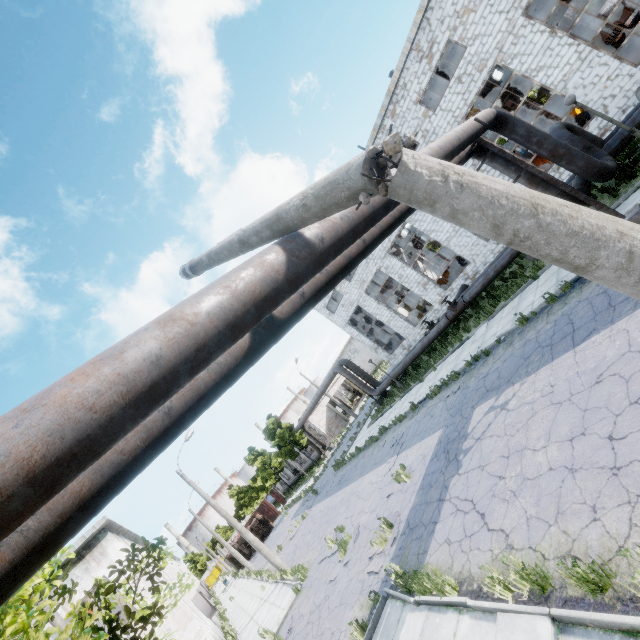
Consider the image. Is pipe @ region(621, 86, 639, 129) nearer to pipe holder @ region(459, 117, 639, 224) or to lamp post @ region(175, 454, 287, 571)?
pipe holder @ region(459, 117, 639, 224)

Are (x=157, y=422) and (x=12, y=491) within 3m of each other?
yes

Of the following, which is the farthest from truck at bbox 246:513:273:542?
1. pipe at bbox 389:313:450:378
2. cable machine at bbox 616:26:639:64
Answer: cable machine at bbox 616:26:639:64

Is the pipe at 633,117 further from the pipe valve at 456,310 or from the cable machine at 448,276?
the cable machine at 448,276

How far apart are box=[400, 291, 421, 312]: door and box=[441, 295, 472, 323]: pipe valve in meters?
18.6

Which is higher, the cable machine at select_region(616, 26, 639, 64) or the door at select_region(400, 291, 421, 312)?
the door at select_region(400, 291, 421, 312)

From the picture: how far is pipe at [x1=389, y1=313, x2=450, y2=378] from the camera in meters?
19.7

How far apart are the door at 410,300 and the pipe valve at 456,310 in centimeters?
1855cm
